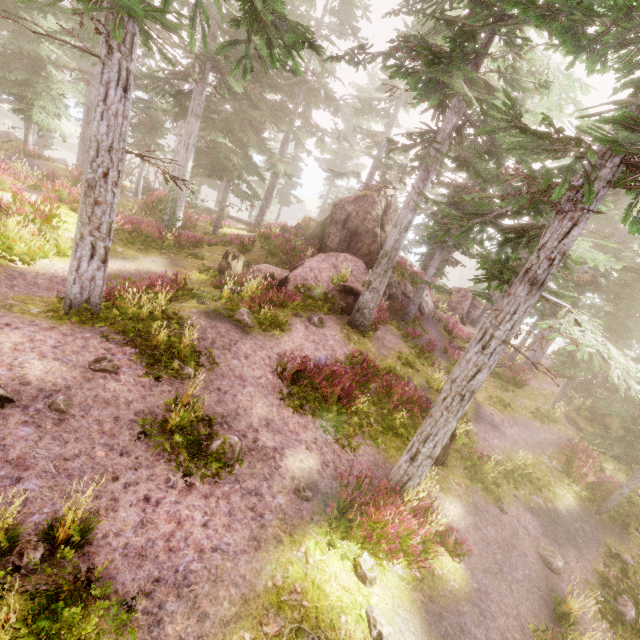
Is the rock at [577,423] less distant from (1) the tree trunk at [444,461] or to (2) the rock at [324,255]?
(2) the rock at [324,255]

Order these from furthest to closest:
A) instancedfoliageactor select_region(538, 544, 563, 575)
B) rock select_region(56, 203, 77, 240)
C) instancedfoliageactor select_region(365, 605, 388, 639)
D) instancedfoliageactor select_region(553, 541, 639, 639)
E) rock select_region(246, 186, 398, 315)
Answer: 1. rock select_region(246, 186, 398, 315)
2. rock select_region(56, 203, 77, 240)
3. instancedfoliageactor select_region(538, 544, 563, 575)
4. instancedfoliageactor select_region(553, 541, 639, 639)
5. instancedfoliageactor select_region(365, 605, 388, 639)

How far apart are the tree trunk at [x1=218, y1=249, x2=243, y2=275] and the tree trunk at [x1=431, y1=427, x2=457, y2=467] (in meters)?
11.70

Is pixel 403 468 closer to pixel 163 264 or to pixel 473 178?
pixel 163 264

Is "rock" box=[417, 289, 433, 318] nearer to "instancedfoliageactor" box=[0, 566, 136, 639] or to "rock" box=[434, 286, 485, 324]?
"instancedfoliageactor" box=[0, 566, 136, 639]

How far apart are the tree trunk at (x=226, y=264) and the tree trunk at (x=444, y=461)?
11.7 meters

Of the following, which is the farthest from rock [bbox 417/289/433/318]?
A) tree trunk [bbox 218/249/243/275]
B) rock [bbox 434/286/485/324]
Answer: rock [bbox 434/286/485/324]

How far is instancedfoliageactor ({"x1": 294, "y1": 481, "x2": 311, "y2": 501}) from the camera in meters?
6.9
